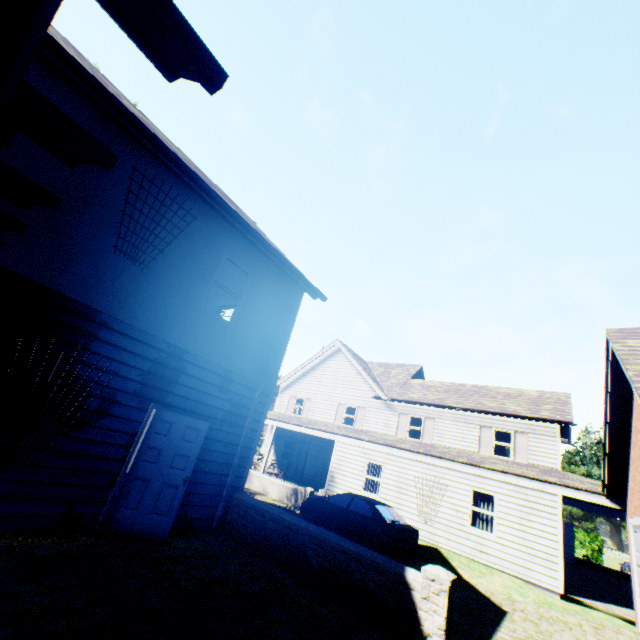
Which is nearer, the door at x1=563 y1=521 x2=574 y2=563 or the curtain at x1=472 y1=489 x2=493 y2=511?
the curtain at x1=472 y1=489 x2=493 y2=511

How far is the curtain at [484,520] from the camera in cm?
1307

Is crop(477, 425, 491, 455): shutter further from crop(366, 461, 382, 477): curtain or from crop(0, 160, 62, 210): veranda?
crop(0, 160, 62, 210): veranda

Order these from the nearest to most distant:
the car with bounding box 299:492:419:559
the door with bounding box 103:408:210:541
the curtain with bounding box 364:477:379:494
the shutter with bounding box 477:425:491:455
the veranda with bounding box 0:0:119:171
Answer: the veranda with bounding box 0:0:119:171 → the door with bounding box 103:408:210:541 → the car with bounding box 299:492:419:559 → the curtain with bounding box 364:477:379:494 → the shutter with bounding box 477:425:491:455

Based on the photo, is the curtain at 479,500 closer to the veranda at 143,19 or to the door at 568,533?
the door at 568,533

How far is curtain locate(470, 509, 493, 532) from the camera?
13.07m

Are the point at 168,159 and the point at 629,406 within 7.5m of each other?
no

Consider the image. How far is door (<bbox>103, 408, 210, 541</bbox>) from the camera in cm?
587
